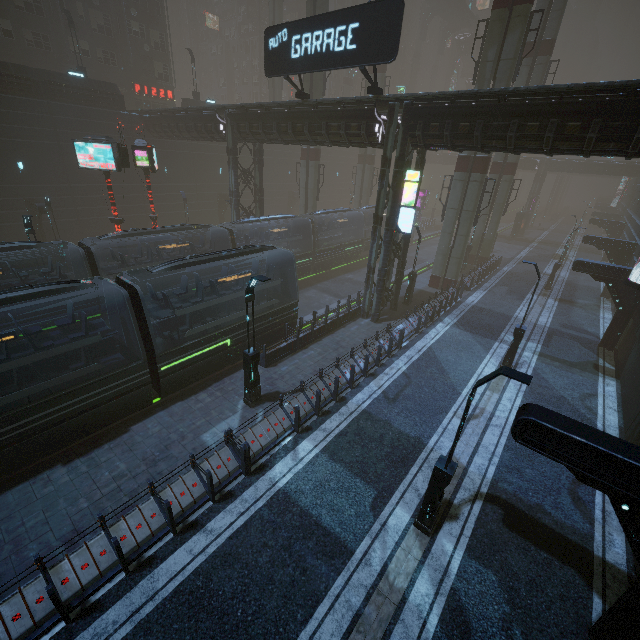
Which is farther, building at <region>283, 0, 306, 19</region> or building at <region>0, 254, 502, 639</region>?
building at <region>283, 0, 306, 19</region>

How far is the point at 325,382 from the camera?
13.8m

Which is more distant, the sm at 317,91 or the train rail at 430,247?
the train rail at 430,247

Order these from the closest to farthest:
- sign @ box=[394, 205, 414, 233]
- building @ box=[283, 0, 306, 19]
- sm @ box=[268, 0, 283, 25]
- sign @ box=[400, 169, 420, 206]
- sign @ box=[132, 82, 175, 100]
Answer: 1. sign @ box=[400, 169, 420, 206]
2. sign @ box=[394, 205, 414, 233]
3. sign @ box=[132, 82, 175, 100]
4. sm @ box=[268, 0, 283, 25]
5. building @ box=[283, 0, 306, 19]

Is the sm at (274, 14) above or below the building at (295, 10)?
below

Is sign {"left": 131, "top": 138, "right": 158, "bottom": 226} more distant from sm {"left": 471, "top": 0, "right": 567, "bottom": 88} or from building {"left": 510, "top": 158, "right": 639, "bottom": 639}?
sm {"left": 471, "top": 0, "right": 567, "bottom": 88}

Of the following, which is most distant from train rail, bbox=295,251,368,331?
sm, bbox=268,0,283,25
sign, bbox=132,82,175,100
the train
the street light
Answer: sign, bbox=132,82,175,100

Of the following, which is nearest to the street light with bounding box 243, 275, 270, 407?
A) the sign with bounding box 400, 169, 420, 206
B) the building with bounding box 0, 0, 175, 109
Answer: the building with bounding box 0, 0, 175, 109
